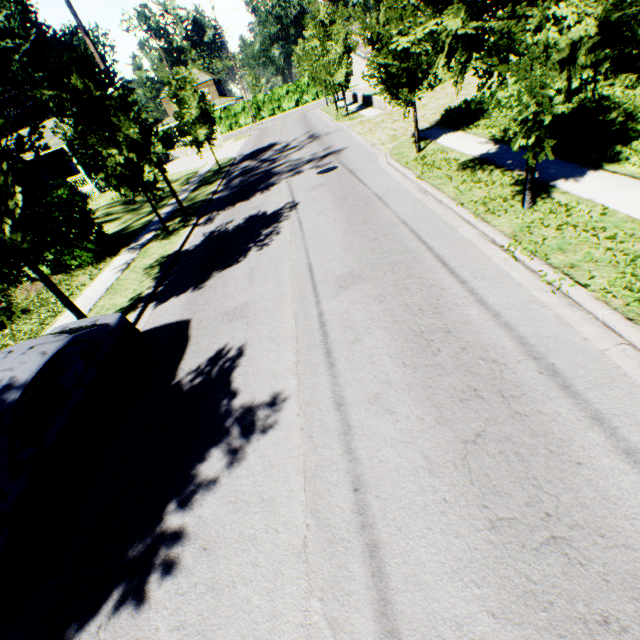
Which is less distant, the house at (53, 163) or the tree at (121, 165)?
the tree at (121, 165)

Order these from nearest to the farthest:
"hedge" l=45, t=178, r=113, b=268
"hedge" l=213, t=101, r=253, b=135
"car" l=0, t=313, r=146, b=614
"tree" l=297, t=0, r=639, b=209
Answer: "car" l=0, t=313, r=146, b=614, "tree" l=297, t=0, r=639, b=209, "hedge" l=45, t=178, r=113, b=268, "hedge" l=213, t=101, r=253, b=135

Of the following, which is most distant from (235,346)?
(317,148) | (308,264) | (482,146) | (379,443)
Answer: (317,148)

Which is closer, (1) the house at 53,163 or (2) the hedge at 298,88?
(1) the house at 53,163

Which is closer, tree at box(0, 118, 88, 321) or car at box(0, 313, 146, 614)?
car at box(0, 313, 146, 614)

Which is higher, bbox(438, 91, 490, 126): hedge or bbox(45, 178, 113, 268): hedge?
bbox(45, 178, 113, 268): hedge

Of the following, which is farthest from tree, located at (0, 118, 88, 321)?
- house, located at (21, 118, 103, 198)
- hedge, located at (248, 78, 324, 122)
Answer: hedge, located at (248, 78, 324, 122)

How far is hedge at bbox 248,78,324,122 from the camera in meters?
50.2 m
